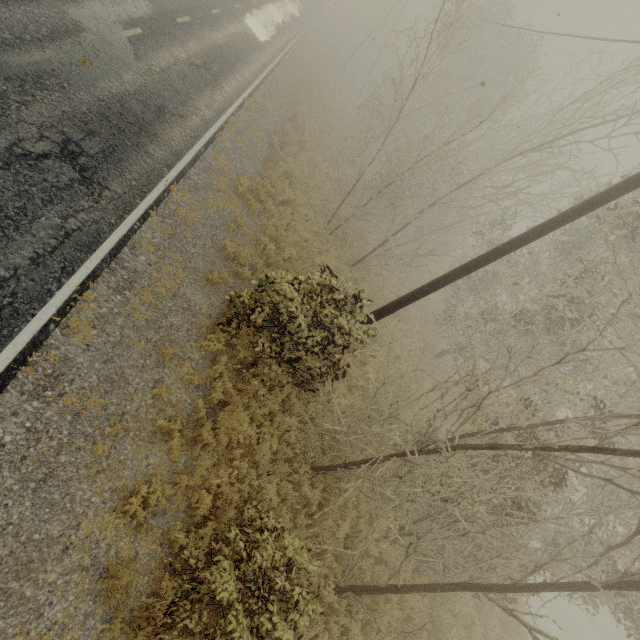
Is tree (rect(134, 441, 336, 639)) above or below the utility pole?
below

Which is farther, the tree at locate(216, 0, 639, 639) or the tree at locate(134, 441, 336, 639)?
the tree at locate(216, 0, 639, 639)

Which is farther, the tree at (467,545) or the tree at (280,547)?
the tree at (467,545)

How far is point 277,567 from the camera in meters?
4.7 m

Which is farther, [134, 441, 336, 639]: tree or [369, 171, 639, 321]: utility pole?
[369, 171, 639, 321]: utility pole

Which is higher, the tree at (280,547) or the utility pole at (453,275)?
the utility pole at (453,275)
